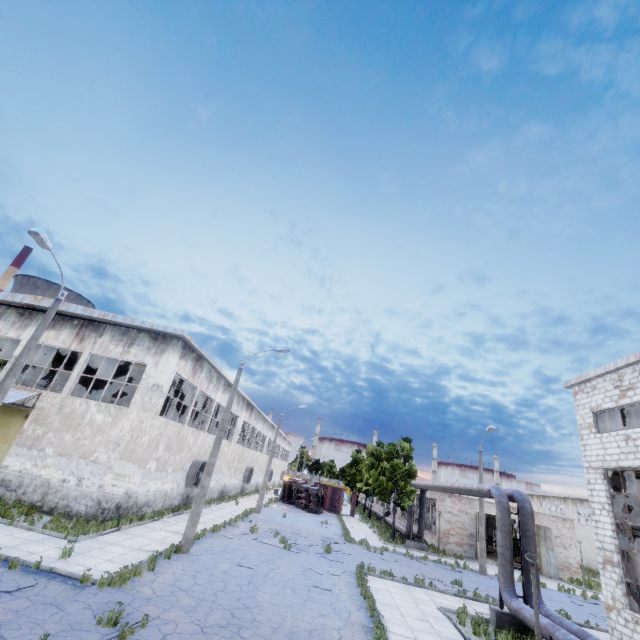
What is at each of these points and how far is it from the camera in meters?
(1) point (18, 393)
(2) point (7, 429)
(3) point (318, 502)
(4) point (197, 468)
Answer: (1) awning, 17.2 m
(2) door, 17.1 m
(3) truck, 38.3 m
(4) fan, 23.5 m

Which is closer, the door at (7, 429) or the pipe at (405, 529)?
the door at (7, 429)

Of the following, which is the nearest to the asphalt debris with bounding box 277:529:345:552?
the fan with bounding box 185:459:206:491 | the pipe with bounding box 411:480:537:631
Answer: the fan with bounding box 185:459:206:491

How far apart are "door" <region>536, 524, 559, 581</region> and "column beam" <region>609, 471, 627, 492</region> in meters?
17.3

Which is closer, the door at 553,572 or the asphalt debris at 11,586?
the asphalt debris at 11,586

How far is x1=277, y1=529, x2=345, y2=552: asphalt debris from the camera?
19.0 meters

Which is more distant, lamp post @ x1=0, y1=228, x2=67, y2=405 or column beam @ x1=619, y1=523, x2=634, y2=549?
column beam @ x1=619, y1=523, x2=634, y2=549
